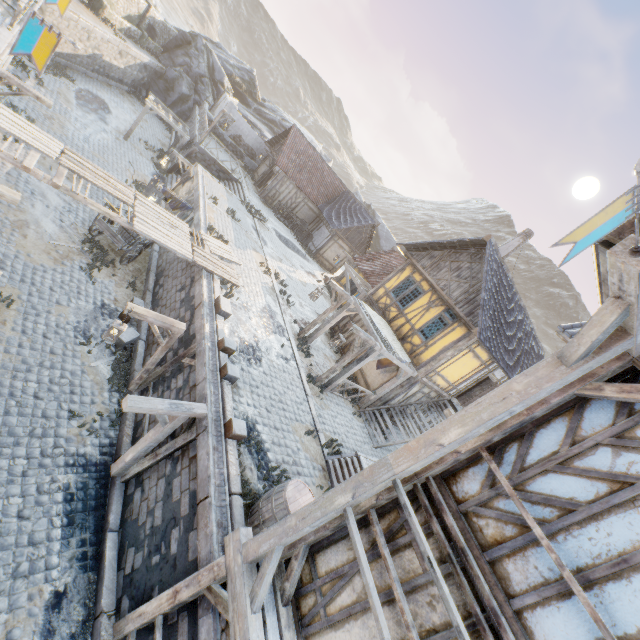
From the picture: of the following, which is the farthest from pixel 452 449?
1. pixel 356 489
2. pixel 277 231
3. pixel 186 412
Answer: pixel 277 231

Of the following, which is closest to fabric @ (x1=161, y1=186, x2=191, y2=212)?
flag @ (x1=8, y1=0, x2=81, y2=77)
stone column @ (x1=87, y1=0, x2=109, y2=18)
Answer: flag @ (x1=8, y1=0, x2=81, y2=77)

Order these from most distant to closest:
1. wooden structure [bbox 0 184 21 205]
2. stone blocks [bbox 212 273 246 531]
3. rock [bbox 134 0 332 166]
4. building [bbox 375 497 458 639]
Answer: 1. rock [bbox 134 0 332 166]
2. wooden structure [bbox 0 184 21 205]
3. stone blocks [bbox 212 273 246 531]
4. building [bbox 375 497 458 639]

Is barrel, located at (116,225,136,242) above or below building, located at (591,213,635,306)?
below

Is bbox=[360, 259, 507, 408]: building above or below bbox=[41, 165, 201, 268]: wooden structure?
above

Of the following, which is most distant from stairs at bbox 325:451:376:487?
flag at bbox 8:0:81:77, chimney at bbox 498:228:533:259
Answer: chimney at bbox 498:228:533:259

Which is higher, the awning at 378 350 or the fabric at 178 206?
the awning at 378 350

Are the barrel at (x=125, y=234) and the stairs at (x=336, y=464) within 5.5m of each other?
no
